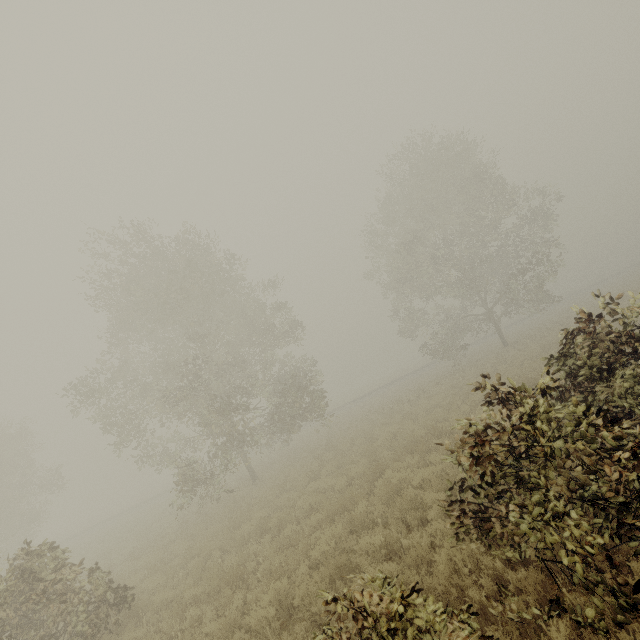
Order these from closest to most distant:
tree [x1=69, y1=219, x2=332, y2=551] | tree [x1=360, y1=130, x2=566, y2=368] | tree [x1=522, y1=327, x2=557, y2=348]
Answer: tree [x1=69, y1=219, x2=332, y2=551], tree [x1=522, y1=327, x2=557, y2=348], tree [x1=360, y1=130, x2=566, y2=368]

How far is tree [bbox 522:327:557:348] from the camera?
21.38m

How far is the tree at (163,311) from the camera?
16.8 meters

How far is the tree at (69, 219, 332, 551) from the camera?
16.81m

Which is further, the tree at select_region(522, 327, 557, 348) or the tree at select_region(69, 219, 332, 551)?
the tree at select_region(522, 327, 557, 348)

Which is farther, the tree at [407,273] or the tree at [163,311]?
the tree at [407,273]

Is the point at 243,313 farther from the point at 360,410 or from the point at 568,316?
the point at 568,316
